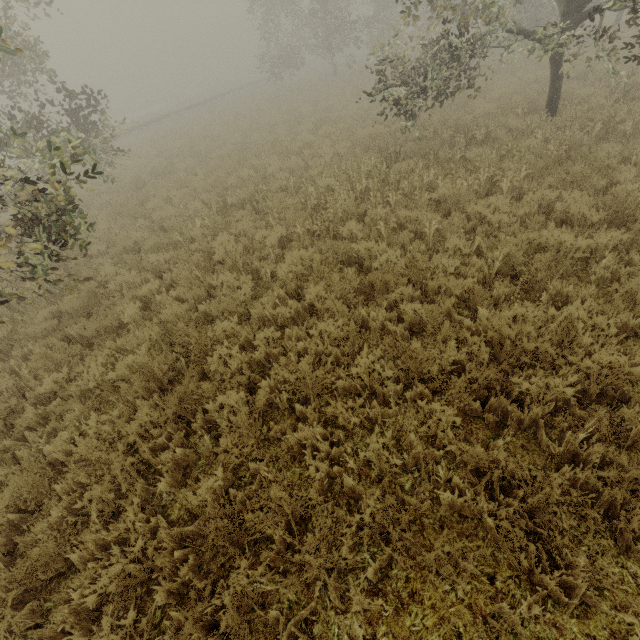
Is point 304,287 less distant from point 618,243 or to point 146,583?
point 146,583

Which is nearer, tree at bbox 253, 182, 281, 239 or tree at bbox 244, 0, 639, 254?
tree at bbox 244, 0, 639, 254

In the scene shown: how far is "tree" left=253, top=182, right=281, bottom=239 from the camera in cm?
764

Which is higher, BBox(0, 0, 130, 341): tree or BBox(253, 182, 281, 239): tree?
BBox(0, 0, 130, 341): tree

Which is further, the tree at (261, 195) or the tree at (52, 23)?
the tree at (261, 195)

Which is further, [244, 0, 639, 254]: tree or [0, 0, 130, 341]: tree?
[244, 0, 639, 254]: tree

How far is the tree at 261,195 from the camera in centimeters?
764cm

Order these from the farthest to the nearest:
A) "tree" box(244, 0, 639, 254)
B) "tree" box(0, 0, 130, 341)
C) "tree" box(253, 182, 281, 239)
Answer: "tree" box(253, 182, 281, 239) < "tree" box(244, 0, 639, 254) < "tree" box(0, 0, 130, 341)
